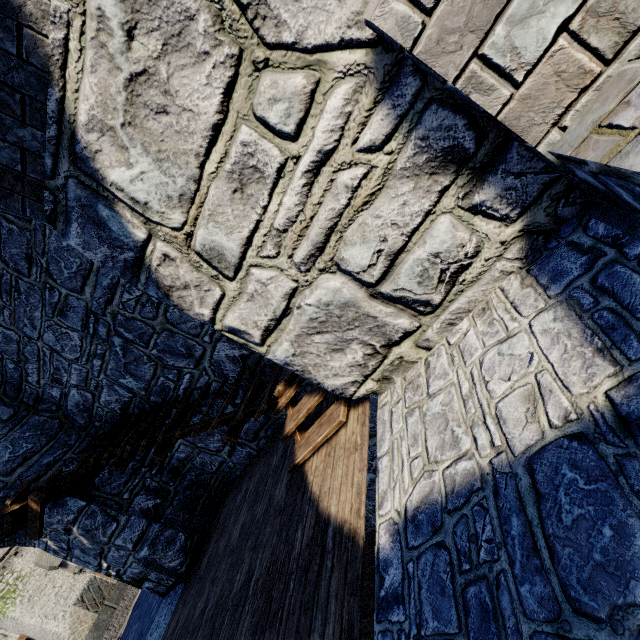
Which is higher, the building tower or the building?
the building tower

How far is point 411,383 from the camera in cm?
246

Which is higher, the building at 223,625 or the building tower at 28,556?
the building tower at 28,556

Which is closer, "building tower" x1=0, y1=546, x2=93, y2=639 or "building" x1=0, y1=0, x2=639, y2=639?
"building" x1=0, y1=0, x2=639, y2=639

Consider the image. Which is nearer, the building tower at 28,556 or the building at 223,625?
the building at 223,625
